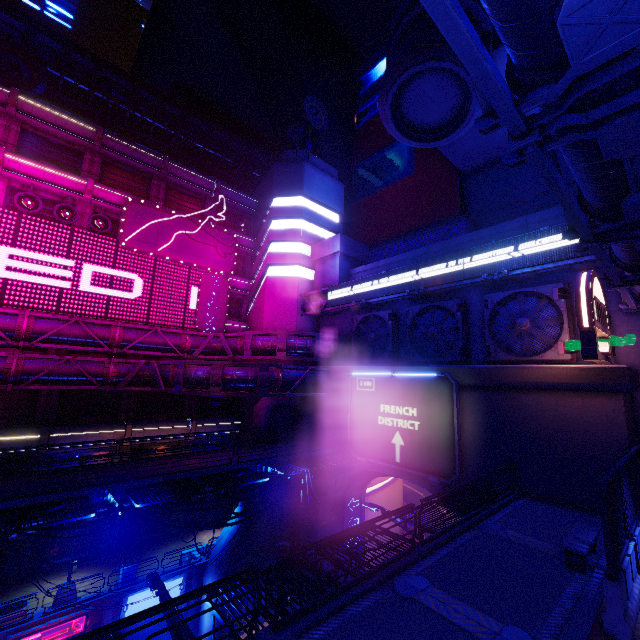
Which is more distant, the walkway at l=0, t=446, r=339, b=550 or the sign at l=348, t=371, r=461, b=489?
the sign at l=348, t=371, r=461, b=489

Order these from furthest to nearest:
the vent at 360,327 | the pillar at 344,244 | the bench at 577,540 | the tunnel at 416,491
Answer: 1. the pillar at 344,244
2. the tunnel at 416,491
3. the vent at 360,327
4. the bench at 577,540

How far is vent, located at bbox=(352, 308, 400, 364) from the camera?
24.2 meters

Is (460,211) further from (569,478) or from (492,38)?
(569,478)

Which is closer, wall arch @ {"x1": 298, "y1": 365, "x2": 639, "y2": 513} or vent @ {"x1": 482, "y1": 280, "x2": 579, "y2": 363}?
wall arch @ {"x1": 298, "y1": 365, "x2": 639, "y2": 513}

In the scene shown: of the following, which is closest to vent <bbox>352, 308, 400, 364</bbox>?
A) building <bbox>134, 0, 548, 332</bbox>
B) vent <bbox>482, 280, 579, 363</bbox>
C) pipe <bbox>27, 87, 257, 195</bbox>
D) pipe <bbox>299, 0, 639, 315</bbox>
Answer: pipe <bbox>299, 0, 639, 315</bbox>

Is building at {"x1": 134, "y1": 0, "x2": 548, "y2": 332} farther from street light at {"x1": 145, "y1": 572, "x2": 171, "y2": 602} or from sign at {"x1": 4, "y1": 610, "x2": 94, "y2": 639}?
street light at {"x1": 145, "y1": 572, "x2": 171, "y2": 602}

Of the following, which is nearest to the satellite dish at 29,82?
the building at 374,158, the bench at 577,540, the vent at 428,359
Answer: the building at 374,158
